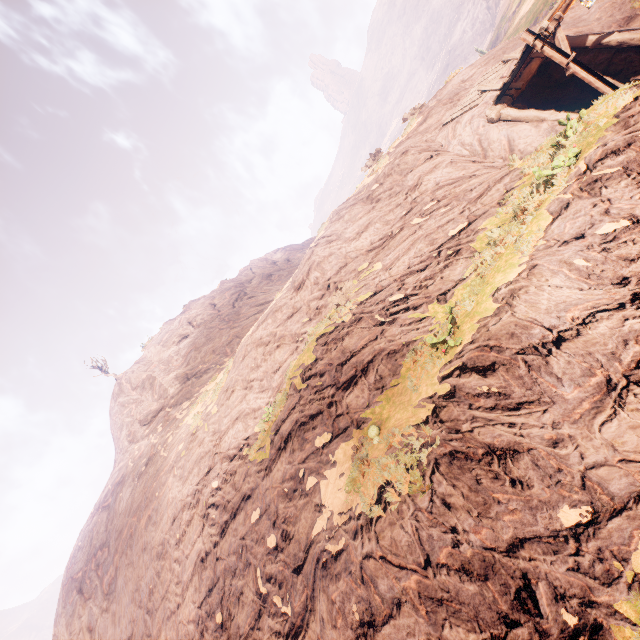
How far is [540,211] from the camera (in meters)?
6.10
